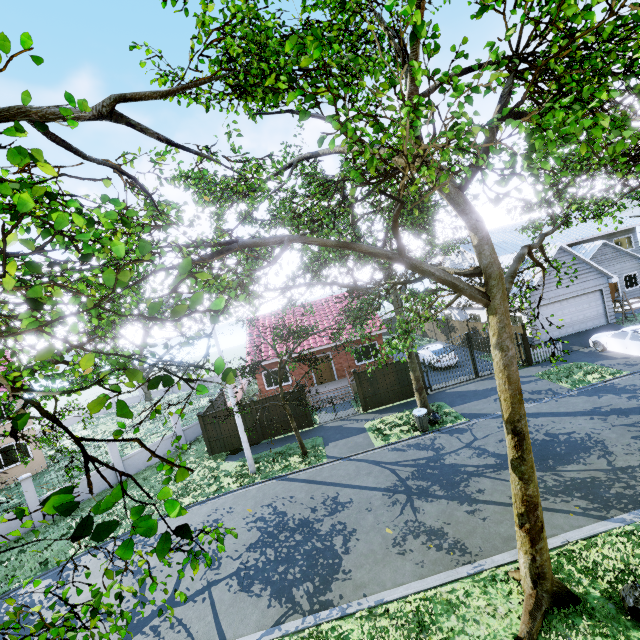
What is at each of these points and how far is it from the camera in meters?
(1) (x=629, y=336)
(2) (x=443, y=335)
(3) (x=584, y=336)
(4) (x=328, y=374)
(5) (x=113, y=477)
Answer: (1) car, 16.9
(2) fence, 30.5
(3) garage entrance, 20.9
(4) door, 24.2
(5) fence, 18.1

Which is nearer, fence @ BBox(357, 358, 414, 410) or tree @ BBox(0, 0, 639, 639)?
tree @ BBox(0, 0, 639, 639)

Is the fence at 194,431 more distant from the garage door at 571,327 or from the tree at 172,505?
the garage door at 571,327

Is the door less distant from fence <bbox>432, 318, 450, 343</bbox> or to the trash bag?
fence <bbox>432, 318, 450, 343</bbox>

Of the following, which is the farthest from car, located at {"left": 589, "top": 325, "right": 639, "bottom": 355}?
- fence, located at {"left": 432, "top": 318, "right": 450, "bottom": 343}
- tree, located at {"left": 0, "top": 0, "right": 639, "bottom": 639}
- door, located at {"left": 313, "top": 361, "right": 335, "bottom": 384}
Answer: door, located at {"left": 313, "top": 361, "right": 335, "bottom": 384}

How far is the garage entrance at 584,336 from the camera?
20.20m

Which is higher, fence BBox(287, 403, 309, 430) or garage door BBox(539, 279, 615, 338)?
garage door BBox(539, 279, 615, 338)

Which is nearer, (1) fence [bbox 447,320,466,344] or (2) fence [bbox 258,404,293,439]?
(2) fence [bbox 258,404,293,439]
